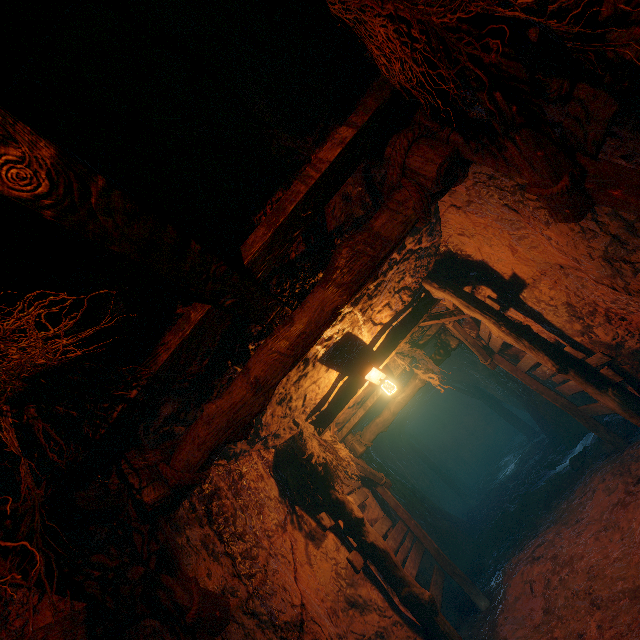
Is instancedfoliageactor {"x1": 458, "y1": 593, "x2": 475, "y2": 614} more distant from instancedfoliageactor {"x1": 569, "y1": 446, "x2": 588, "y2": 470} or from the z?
instancedfoliageactor {"x1": 569, "y1": 446, "x2": 588, "y2": 470}

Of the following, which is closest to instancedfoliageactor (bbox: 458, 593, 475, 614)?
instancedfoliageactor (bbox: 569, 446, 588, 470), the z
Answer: the z

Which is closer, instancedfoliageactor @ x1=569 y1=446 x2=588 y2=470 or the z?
the z

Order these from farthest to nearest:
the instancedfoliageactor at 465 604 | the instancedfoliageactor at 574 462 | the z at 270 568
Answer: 1. the instancedfoliageactor at 574 462
2. the instancedfoliageactor at 465 604
3. the z at 270 568

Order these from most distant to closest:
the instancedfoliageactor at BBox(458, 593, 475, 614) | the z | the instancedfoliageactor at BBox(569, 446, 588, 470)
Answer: the instancedfoliageactor at BBox(569, 446, 588, 470) < the instancedfoliageactor at BBox(458, 593, 475, 614) < the z

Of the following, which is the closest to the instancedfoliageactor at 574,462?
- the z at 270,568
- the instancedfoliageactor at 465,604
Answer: the z at 270,568

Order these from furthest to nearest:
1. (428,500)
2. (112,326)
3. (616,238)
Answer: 1. (428,500)
2. (616,238)
3. (112,326)
